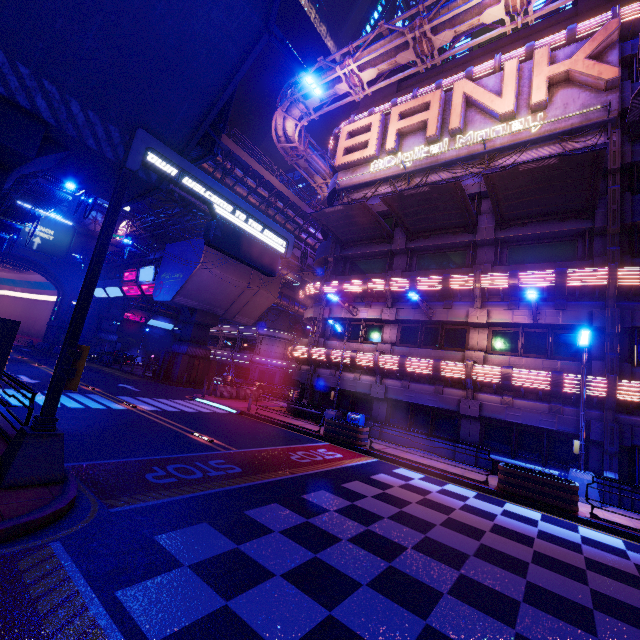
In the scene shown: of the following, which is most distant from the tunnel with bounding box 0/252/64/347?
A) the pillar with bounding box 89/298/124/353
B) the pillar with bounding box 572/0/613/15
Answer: the pillar with bounding box 572/0/613/15

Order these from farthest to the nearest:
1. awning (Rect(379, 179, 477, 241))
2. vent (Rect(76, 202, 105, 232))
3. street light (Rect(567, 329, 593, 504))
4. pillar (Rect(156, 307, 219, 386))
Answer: vent (Rect(76, 202, 105, 232)) < pillar (Rect(156, 307, 219, 386)) < awning (Rect(379, 179, 477, 241)) < street light (Rect(567, 329, 593, 504))

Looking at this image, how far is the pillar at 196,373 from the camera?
30.9 meters

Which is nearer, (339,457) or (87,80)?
(87,80)

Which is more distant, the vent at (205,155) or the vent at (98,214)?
the vent at (98,214)

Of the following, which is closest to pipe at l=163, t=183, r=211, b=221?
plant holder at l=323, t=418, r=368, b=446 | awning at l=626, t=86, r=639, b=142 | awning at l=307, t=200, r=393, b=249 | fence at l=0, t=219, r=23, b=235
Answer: fence at l=0, t=219, r=23, b=235

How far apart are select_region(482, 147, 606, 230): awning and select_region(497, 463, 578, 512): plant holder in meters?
11.5

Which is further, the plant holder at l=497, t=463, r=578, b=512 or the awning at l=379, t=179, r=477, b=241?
Answer: the awning at l=379, t=179, r=477, b=241
